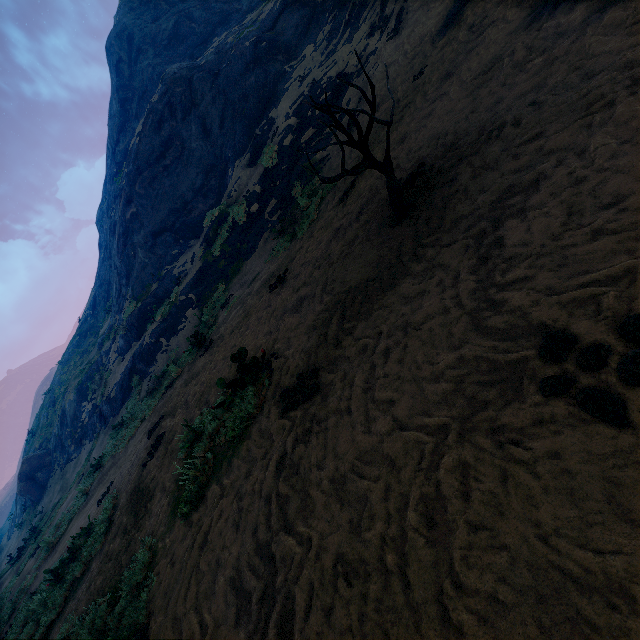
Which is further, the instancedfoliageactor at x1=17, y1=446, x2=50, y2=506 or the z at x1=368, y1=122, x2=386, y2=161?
the instancedfoliageactor at x1=17, y1=446, x2=50, y2=506

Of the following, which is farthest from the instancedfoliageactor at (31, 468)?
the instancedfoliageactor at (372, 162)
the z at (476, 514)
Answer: the instancedfoliageactor at (372, 162)

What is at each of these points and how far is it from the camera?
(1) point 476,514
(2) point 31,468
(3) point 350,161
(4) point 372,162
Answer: (1) z, 1.71m
(2) instancedfoliageactor, 26.86m
(3) z, 9.44m
(4) instancedfoliageactor, 4.42m

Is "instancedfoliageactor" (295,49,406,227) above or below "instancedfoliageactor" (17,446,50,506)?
below

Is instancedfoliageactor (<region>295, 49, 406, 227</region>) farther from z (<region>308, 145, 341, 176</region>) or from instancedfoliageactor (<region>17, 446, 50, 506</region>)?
instancedfoliageactor (<region>17, 446, 50, 506</region>)
